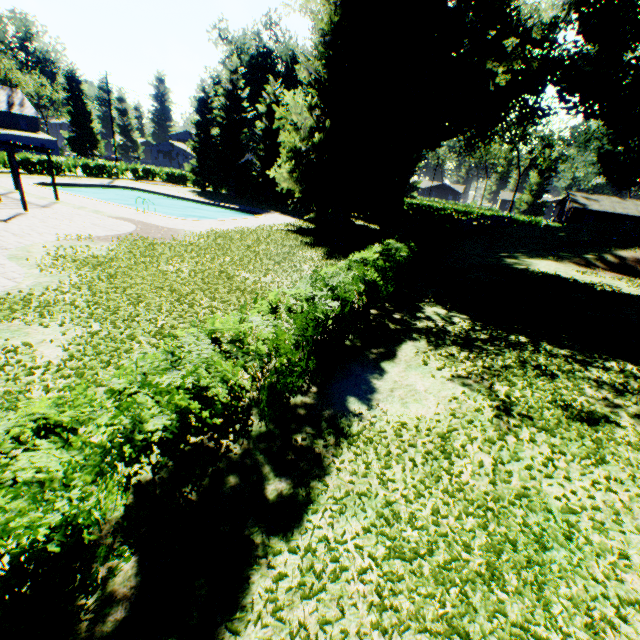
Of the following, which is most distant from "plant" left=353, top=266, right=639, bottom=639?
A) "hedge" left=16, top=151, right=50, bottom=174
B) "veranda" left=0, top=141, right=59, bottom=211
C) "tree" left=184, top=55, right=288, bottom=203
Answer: "veranda" left=0, top=141, right=59, bottom=211

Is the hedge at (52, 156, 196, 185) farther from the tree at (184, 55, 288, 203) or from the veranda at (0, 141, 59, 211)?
the veranda at (0, 141, 59, 211)

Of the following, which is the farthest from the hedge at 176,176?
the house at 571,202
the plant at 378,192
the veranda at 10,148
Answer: the house at 571,202

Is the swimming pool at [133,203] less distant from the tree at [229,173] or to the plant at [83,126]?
the plant at [83,126]

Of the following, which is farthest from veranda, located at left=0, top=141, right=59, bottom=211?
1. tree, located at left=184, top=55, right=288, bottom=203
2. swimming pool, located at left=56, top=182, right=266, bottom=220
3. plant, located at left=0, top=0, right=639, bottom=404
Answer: tree, located at left=184, top=55, right=288, bottom=203

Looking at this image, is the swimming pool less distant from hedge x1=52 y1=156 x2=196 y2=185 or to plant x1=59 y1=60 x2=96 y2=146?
plant x1=59 y1=60 x2=96 y2=146

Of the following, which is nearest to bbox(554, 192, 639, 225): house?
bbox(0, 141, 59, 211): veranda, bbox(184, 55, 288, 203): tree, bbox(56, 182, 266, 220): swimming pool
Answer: bbox(184, 55, 288, 203): tree

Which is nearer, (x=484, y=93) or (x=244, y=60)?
(x=484, y=93)
